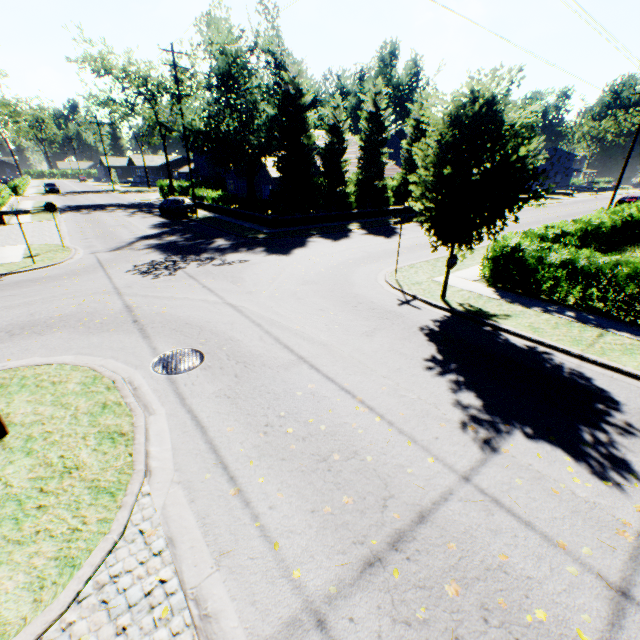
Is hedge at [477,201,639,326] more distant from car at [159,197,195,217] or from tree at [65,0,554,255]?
car at [159,197,195,217]

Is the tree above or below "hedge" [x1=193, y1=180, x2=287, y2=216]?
above

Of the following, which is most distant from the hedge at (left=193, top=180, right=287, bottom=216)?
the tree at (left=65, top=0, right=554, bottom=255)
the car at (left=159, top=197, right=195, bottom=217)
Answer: the car at (left=159, top=197, right=195, bottom=217)

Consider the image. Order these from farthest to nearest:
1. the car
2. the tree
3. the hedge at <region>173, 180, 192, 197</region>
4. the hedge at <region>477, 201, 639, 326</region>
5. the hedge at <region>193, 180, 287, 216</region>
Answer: the hedge at <region>173, 180, 192, 197</region>, the car, the hedge at <region>193, 180, 287, 216</region>, the hedge at <region>477, 201, 639, 326</region>, the tree

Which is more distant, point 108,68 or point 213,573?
point 108,68

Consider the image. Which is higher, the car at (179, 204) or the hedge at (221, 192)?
the hedge at (221, 192)

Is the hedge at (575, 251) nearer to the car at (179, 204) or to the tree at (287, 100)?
the tree at (287, 100)
